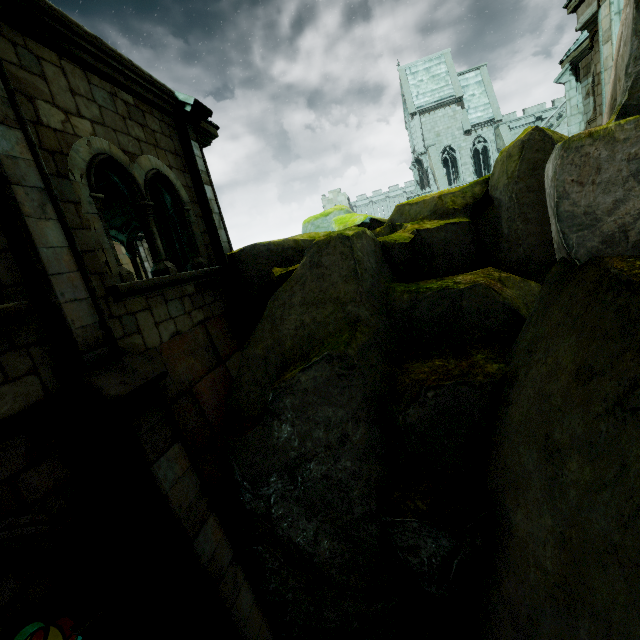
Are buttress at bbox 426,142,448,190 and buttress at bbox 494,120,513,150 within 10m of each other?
yes

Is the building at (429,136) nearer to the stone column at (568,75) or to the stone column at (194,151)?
the stone column at (568,75)

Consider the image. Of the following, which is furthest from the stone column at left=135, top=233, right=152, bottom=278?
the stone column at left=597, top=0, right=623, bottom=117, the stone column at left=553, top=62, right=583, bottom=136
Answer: the stone column at left=553, top=62, right=583, bottom=136

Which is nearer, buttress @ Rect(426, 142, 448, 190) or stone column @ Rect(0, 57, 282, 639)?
stone column @ Rect(0, 57, 282, 639)

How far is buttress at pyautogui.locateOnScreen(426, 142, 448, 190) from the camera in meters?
32.4

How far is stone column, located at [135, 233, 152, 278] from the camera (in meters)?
19.55

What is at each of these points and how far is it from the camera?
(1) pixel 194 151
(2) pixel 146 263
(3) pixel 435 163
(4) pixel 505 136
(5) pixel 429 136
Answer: (1) stone column, 6.6 meters
(2) stone column, 20.0 meters
(3) buttress, 33.4 meters
(4) buttress, 32.1 meters
(5) building, 35.1 meters

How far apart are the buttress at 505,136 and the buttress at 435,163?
5.9 meters
